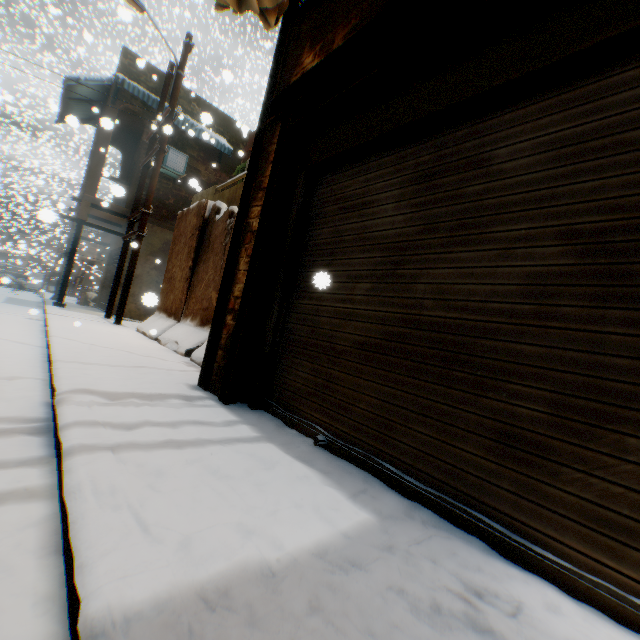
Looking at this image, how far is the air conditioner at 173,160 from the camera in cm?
1223

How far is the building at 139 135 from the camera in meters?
11.4

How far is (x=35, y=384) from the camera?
3.1 meters

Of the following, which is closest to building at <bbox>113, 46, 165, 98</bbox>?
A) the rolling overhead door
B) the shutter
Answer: the rolling overhead door

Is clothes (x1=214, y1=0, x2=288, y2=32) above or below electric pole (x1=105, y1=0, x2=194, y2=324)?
below

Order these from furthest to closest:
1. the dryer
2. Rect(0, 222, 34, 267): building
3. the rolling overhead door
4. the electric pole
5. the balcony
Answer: Rect(0, 222, 34, 267): building → the electric pole → the balcony → the dryer → the rolling overhead door

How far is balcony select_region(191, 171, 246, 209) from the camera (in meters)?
7.63

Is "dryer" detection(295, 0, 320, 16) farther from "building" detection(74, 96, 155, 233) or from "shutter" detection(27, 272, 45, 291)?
"shutter" detection(27, 272, 45, 291)
